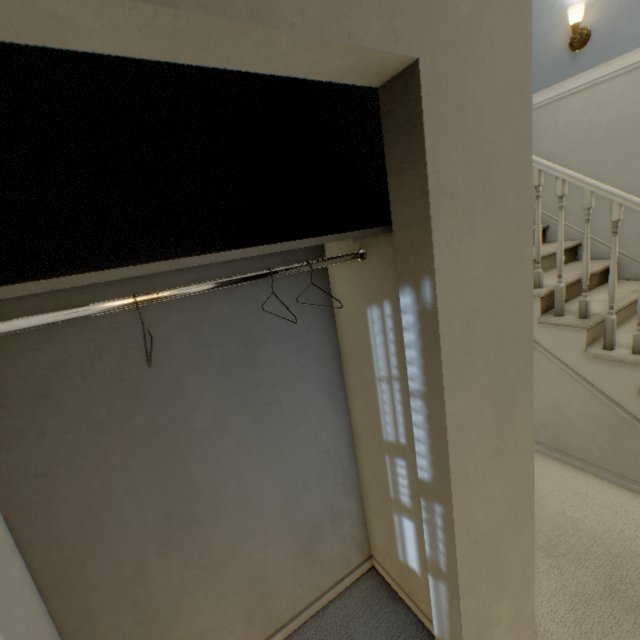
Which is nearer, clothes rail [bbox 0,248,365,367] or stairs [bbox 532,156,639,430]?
clothes rail [bbox 0,248,365,367]

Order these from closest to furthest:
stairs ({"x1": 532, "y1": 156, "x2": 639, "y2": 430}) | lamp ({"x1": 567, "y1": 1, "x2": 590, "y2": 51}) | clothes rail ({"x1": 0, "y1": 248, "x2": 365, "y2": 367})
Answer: clothes rail ({"x1": 0, "y1": 248, "x2": 365, "y2": 367}), stairs ({"x1": 532, "y1": 156, "x2": 639, "y2": 430}), lamp ({"x1": 567, "y1": 1, "x2": 590, "y2": 51})

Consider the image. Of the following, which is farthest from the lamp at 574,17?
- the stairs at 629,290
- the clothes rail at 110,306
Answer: the clothes rail at 110,306

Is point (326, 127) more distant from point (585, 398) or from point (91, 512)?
point (585, 398)

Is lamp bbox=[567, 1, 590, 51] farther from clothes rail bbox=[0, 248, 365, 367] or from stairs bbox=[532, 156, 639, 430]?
clothes rail bbox=[0, 248, 365, 367]

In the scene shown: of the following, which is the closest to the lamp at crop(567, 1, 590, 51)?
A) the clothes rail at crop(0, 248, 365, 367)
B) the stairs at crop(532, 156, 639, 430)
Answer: the stairs at crop(532, 156, 639, 430)

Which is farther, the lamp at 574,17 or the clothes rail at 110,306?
the lamp at 574,17

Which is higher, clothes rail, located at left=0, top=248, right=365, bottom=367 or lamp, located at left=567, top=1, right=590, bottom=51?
lamp, located at left=567, top=1, right=590, bottom=51
